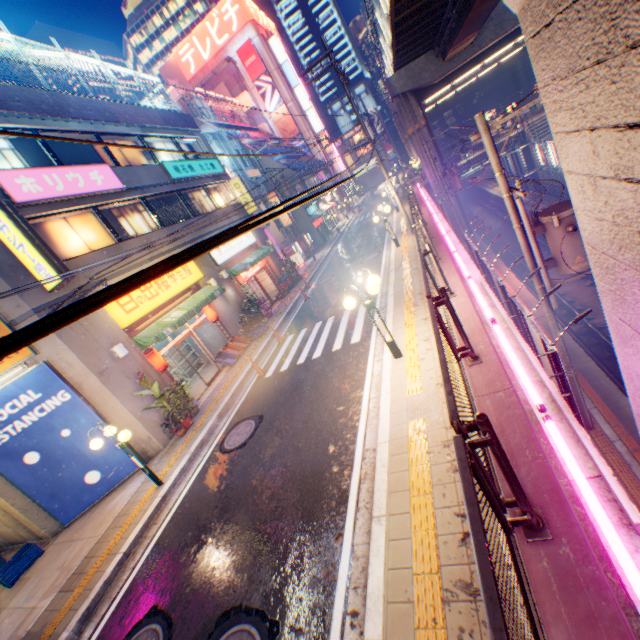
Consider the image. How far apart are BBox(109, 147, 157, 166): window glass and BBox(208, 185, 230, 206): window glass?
1.3m

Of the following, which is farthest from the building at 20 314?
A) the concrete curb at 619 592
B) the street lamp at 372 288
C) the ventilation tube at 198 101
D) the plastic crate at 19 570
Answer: the ventilation tube at 198 101

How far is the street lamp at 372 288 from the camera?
6.99m

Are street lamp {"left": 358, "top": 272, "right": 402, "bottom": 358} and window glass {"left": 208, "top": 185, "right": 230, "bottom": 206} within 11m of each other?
no

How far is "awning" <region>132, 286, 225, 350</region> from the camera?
11.55m

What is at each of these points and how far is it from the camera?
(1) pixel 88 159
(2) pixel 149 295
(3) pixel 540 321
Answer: (1) building, 13.58m
(2) sign, 12.93m
(3) railway, 15.60m

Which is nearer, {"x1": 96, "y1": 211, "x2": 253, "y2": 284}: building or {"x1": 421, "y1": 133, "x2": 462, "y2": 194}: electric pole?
{"x1": 96, "y1": 211, "x2": 253, "y2": 284}: building

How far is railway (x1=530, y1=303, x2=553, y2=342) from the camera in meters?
14.5 m
